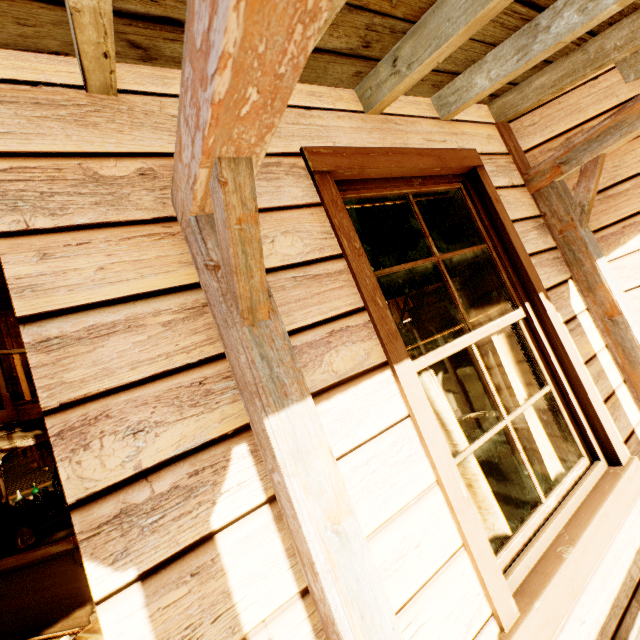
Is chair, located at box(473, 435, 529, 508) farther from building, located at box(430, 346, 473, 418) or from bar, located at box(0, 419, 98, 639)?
bar, located at box(0, 419, 98, 639)

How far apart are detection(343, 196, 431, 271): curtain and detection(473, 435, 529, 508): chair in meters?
1.8

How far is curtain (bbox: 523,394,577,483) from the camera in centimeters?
202cm

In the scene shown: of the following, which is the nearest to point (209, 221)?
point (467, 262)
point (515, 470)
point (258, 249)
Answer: point (258, 249)

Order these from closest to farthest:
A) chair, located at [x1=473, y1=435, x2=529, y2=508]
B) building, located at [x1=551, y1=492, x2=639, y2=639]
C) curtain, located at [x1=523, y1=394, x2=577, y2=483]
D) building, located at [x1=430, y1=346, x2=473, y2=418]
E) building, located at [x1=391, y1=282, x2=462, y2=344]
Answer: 1. building, located at [x1=551, y1=492, x2=639, y2=639]
2. curtain, located at [x1=523, y1=394, x2=577, y2=483]
3. chair, located at [x1=473, y1=435, x2=529, y2=508]
4. building, located at [x1=391, y1=282, x2=462, y2=344]
5. building, located at [x1=430, y1=346, x2=473, y2=418]

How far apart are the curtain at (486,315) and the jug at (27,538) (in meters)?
6.04

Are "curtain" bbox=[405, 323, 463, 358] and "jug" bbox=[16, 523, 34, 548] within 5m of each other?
no

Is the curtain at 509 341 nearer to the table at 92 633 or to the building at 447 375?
the building at 447 375
